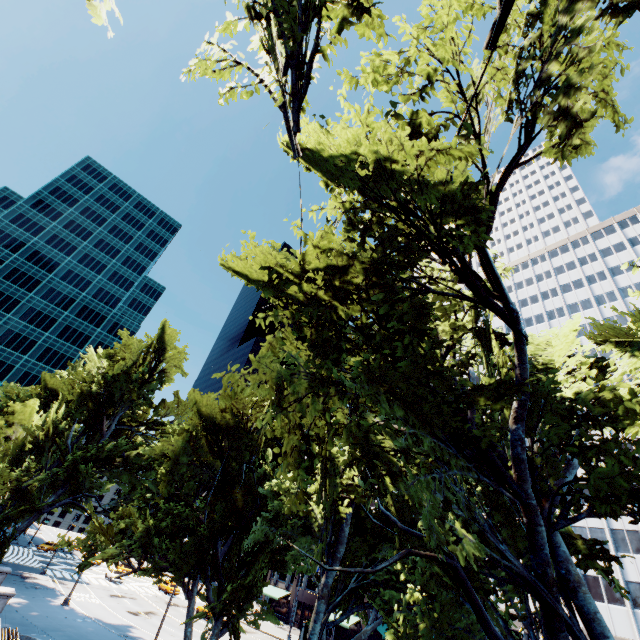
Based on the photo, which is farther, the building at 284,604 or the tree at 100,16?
the building at 284,604

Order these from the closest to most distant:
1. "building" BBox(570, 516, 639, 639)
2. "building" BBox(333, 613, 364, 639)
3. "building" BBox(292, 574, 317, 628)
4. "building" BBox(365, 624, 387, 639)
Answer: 1. "building" BBox(570, 516, 639, 639)
2. "building" BBox(365, 624, 387, 639)
3. "building" BBox(333, 613, 364, 639)
4. "building" BBox(292, 574, 317, 628)

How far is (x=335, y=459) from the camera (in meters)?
14.03

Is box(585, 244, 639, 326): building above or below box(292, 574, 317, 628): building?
above

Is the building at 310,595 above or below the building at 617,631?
below

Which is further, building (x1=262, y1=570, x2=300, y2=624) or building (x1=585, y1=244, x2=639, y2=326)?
building (x1=585, y1=244, x2=639, y2=326)

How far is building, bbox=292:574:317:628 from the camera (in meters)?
50.56
